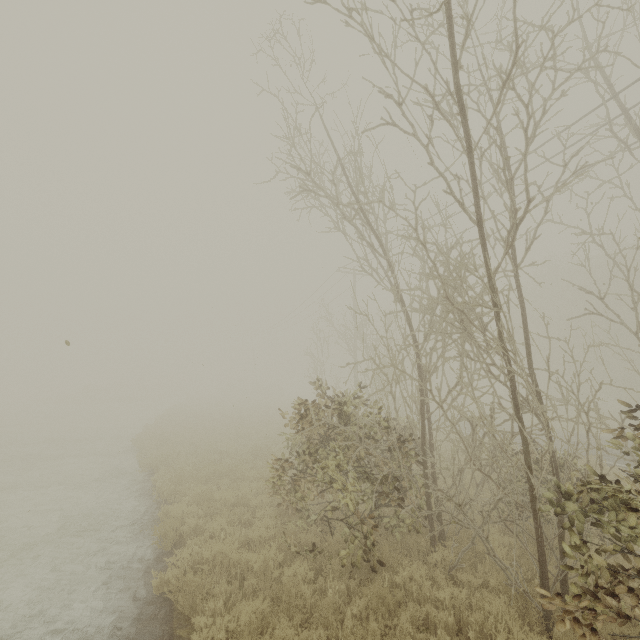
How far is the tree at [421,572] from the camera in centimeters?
541cm

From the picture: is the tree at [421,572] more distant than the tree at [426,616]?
Yes

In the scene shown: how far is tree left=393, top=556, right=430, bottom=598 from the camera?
5.41m

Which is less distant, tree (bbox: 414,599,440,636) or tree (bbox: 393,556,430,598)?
tree (bbox: 414,599,440,636)

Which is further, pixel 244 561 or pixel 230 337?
pixel 230 337
